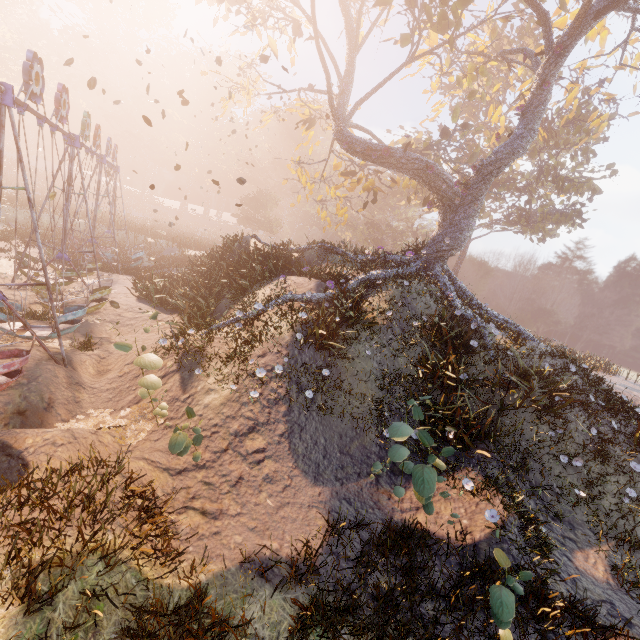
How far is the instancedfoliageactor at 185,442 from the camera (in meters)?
5.65

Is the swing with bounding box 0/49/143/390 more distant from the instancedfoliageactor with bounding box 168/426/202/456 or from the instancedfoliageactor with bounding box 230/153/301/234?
the instancedfoliageactor with bounding box 230/153/301/234

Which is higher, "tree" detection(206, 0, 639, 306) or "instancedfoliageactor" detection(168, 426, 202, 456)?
"tree" detection(206, 0, 639, 306)

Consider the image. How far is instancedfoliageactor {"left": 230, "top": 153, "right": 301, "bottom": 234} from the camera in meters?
45.5 m

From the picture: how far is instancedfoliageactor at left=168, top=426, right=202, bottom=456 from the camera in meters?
5.7 m

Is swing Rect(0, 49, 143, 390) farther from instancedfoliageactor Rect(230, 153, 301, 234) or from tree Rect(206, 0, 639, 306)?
instancedfoliageactor Rect(230, 153, 301, 234)

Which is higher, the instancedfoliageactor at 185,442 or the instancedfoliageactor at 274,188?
the instancedfoliageactor at 274,188

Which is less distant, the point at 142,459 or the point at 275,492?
the point at 142,459
